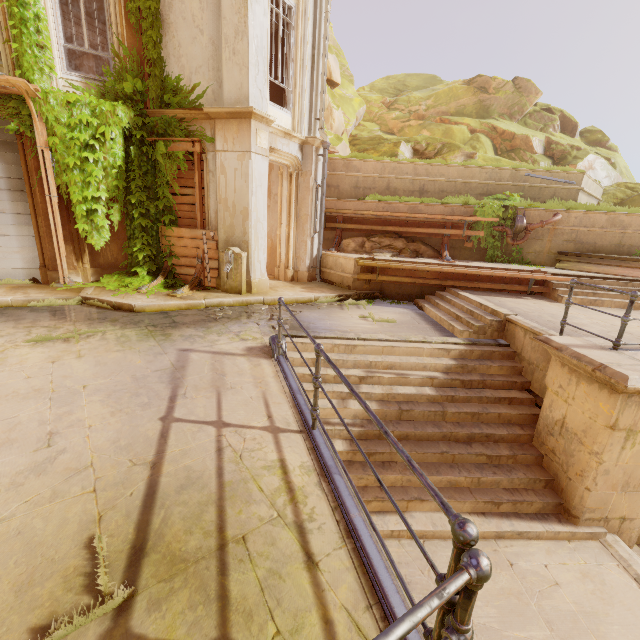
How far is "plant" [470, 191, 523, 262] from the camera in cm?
1123

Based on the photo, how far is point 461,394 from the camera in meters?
5.8

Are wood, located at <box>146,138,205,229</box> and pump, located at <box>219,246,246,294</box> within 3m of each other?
yes

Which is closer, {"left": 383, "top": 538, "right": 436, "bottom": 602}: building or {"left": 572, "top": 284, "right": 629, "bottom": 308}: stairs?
{"left": 383, "top": 538, "right": 436, "bottom": 602}: building

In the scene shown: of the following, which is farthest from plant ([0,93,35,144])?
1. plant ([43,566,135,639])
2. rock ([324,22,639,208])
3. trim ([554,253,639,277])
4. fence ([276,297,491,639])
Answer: rock ([324,22,639,208])

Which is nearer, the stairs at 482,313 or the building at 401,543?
the building at 401,543

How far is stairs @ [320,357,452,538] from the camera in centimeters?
447cm

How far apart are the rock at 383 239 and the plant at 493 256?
1.1 meters
